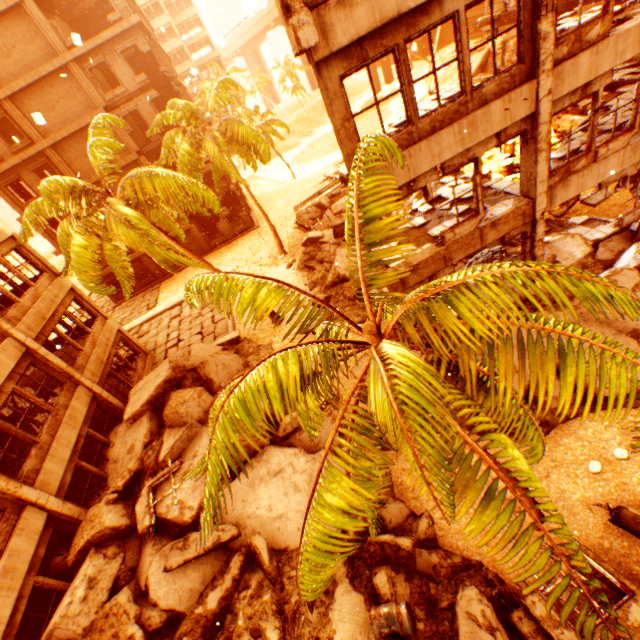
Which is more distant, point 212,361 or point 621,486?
point 212,361

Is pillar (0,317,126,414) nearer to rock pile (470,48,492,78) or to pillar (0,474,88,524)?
pillar (0,474,88,524)

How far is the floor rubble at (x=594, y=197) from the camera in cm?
1281

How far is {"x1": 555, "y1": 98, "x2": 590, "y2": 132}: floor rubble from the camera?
11.4m

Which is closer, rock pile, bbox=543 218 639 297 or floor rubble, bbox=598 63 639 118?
rock pile, bbox=543 218 639 297

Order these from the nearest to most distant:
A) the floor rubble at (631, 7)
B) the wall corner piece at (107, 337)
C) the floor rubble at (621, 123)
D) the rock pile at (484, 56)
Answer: the floor rubble at (631, 7) → the floor rubble at (621, 123) → the wall corner piece at (107, 337) → the rock pile at (484, 56)

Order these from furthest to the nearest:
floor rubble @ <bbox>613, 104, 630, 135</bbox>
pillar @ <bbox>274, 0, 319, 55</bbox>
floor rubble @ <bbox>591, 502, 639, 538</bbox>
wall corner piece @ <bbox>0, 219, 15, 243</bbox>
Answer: wall corner piece @ <bbox>0, 219, 15, 243</bbox> < floor rubble @ <bbox>613, 104, 630, 135</bbox> < floor rubble @ <bbox>591, 502, 639, 538</bbox> < pillar @ <bbox>274, 0, 319, 55</bbox>

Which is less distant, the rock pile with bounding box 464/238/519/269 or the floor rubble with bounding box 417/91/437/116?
the floor rubble with bounding box 417/91/437/116
